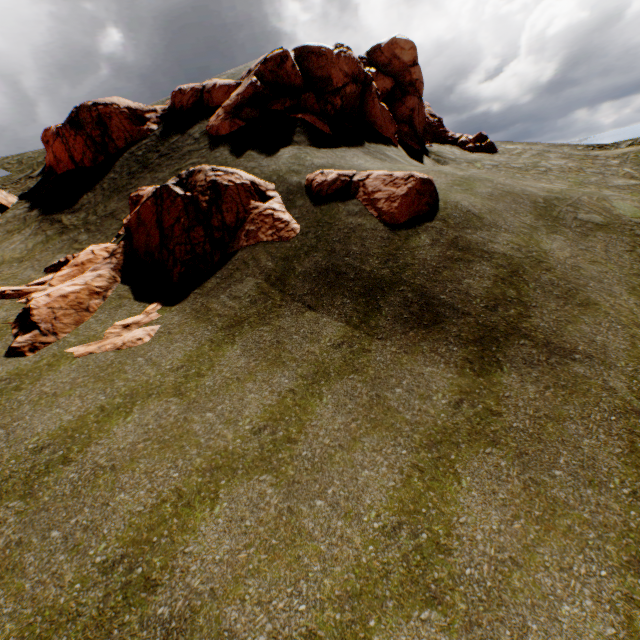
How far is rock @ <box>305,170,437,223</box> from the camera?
11.1m

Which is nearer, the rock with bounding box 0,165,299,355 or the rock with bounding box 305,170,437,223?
the rock with bounding box 0,165,299,355

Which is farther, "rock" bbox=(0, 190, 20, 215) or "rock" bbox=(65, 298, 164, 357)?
"rock" bbox=(0, 190, 20, 215)

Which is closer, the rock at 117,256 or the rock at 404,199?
the rock at 117,256

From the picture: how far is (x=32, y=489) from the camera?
5.8m

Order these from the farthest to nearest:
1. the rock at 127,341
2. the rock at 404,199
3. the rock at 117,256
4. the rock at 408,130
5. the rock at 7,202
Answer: the rock at 7,202
the rock at 408,130
the rock at 404,199
the rock at 117,256
the rock at 127,341
